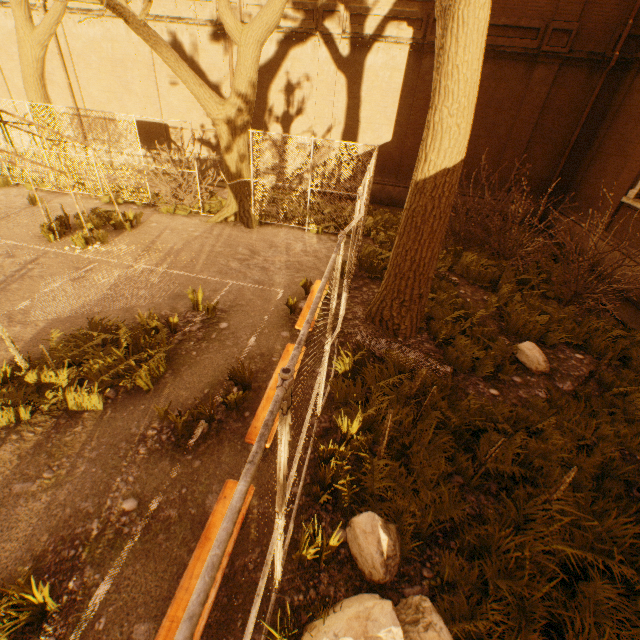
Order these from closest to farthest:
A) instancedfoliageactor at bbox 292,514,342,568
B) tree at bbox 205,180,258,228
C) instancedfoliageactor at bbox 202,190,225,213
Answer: instancedfoliageactor at bbox 292,514,342,568 → tree at bbox 205,180,258,228 → instancedfoliageactor at bbox 202,190,225,213

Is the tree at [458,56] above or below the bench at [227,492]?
above

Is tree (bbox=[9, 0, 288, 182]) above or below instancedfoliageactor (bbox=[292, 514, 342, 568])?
above

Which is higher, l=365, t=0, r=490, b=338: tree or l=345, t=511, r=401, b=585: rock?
l=365, t=0, r=490, b=338: tree

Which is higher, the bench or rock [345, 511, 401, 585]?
the bench

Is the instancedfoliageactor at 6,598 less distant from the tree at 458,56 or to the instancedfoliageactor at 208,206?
the tree at 458,56

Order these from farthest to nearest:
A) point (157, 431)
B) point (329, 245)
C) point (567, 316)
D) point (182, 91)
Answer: point (182, 91)
point (329, 245)
point (567, 316)
point (157, 431)

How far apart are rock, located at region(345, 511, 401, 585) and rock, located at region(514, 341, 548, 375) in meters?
4.3 m
